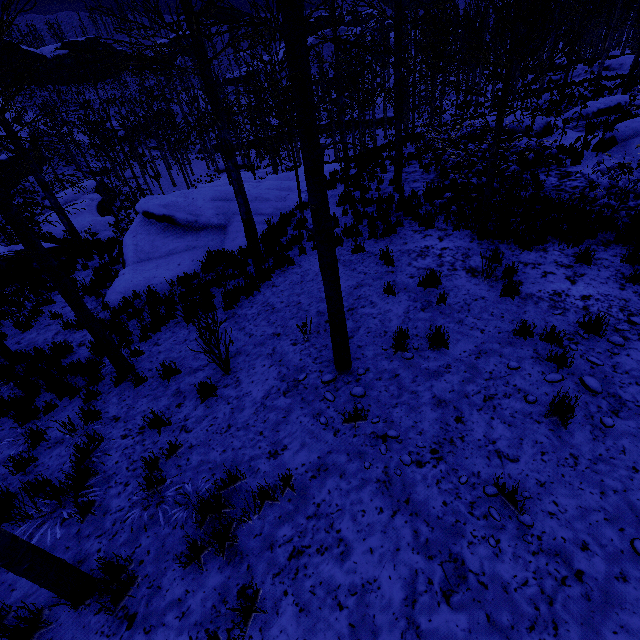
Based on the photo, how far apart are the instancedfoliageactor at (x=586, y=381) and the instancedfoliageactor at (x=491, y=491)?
1.9m

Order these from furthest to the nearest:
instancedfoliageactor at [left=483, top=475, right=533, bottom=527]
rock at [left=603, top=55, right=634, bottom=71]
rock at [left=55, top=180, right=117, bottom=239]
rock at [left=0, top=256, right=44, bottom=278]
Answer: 1. rock at [left=603, top=55, right=634, bottom=71]
2. rock at [left=55, top=180, right=117, bottom=239]
3. rock at [left=0, top=256, right=44, bottom=278]
4. instancedfoliageactor at [left=483, top=475, right=533, bottom=527]

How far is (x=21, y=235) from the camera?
4.5m

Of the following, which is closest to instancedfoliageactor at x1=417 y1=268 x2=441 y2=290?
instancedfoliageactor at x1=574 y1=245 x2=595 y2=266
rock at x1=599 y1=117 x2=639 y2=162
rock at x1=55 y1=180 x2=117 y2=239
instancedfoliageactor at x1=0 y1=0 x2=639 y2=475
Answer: instancedfoliageactor at x1=0 y1=0 x2=639 y2=475

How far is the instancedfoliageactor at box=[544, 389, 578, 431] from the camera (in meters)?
3.70

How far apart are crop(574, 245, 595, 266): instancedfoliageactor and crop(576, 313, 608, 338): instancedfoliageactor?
1.8m

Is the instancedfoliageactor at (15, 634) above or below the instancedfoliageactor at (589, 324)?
above

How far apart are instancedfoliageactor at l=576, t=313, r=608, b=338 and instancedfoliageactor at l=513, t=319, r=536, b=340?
0.7 meters
